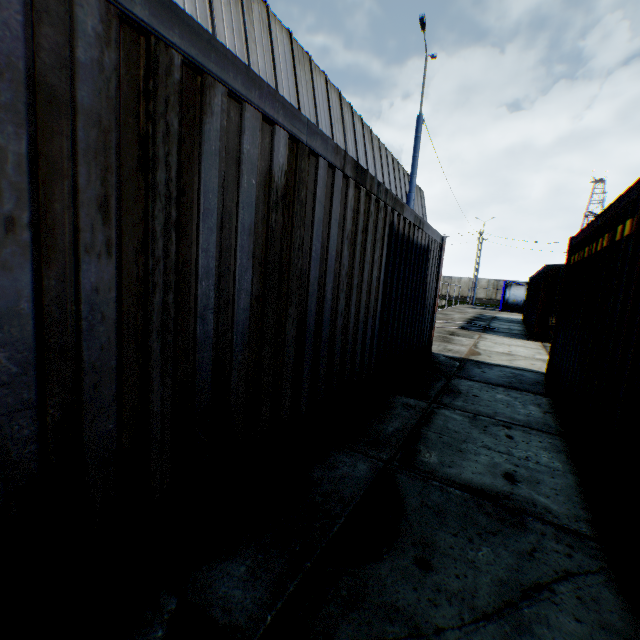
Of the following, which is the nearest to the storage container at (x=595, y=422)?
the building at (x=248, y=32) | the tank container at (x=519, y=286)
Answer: the building at (x=248, y=32)

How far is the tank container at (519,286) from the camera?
29.3m

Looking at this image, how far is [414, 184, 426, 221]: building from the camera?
29.64m

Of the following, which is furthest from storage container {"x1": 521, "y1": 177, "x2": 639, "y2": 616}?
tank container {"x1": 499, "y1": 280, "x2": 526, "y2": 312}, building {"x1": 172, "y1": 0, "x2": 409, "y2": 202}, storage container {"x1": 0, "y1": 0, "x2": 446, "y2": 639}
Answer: tank container {"x1": 499, "y1": 280, "x2": 526, "y2": 312}

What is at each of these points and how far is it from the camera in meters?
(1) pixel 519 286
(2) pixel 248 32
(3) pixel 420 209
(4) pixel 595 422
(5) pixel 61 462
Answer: (1) tank container, 29.5 m
(2) building, 10.6 m
(3) building, 31.0 m
(4) storage container, 3.3 m
(5) storage container, 1.4 m

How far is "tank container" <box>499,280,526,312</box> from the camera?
29.3m

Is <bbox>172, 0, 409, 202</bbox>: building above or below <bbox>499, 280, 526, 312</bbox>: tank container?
above
